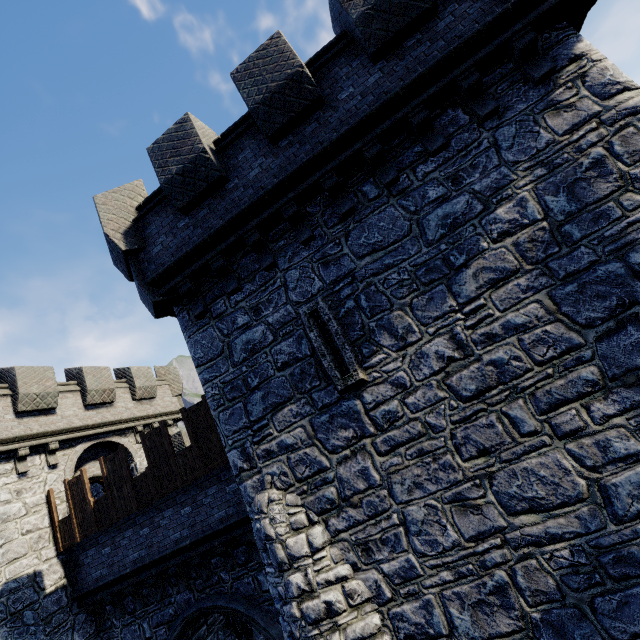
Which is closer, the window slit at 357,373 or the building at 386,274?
the building at 386,274

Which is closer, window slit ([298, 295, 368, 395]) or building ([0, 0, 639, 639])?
building ([0, 0, 639, 639])

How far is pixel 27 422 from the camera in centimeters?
1238cm

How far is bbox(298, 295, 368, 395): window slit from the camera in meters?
6.0 m

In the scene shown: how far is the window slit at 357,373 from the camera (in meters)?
5.98
